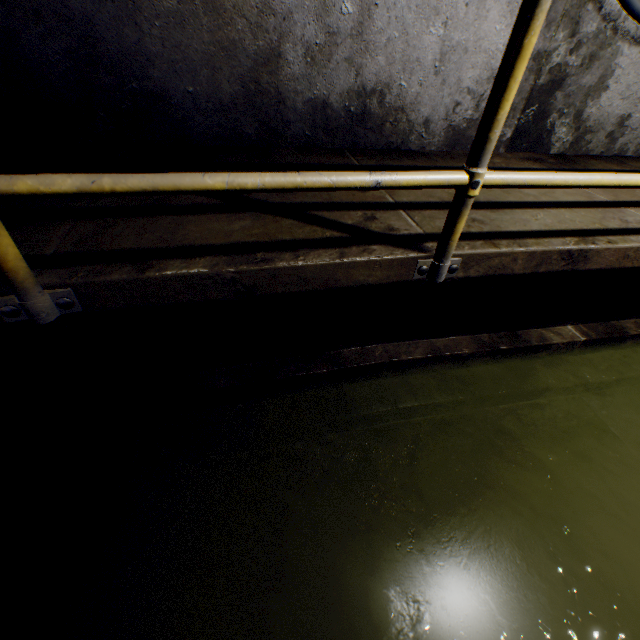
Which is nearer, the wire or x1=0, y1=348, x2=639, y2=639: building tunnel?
x1=0, y1=348, x2=639, y2=639: building tunnel

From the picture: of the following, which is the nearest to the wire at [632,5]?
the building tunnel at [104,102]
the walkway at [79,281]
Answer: the building tunnel at [104,102]

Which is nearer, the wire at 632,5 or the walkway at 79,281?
the walkway at 79,281

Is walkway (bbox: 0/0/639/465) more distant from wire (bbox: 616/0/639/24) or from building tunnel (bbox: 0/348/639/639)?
wire (bbox: 616/0/639/24)

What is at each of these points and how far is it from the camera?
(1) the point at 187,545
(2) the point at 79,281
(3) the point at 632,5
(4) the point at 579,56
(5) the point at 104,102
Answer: (1) building tunnel, 1.26m
(2) walkway, 0.87m
(3) wire, 1.85m
(4) building tunnel, 2.06m
(5) building tunnel, 1.67m

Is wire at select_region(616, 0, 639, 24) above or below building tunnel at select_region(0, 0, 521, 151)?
above
